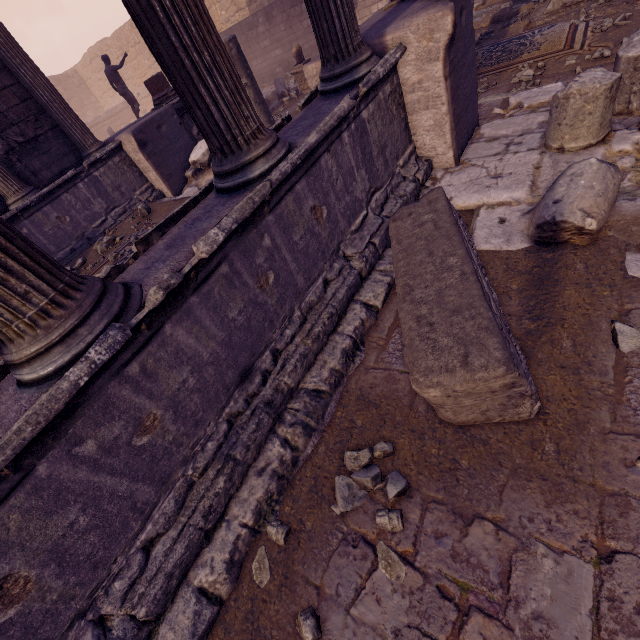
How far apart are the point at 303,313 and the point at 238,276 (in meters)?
0.75

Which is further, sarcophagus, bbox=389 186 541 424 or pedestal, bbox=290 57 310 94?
pedestal, bbox=290 57 310 94

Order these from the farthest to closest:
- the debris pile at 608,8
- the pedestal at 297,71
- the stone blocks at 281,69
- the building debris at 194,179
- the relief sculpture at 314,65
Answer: the stone blocks at 281,69 < the pedestal at 297,71 < the building debris at 194,179 < the debris pile at 608,8 < the relief sculpture at 314,65

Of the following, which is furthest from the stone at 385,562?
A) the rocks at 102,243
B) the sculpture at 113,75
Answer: the sculpture at 113,75

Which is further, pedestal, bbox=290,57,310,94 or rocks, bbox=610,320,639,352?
pedestal, bbox=290,57,310,94

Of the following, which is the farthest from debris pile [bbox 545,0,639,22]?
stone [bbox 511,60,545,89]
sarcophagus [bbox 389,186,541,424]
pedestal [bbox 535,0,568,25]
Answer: sarcophagus [bbox 389,186,541,424]

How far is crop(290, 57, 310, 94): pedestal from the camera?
10.5 meters

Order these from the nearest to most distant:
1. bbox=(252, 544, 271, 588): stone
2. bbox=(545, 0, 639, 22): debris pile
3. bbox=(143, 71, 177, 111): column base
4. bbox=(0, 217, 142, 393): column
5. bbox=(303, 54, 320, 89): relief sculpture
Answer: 1. bbox=(0, 217, 142, 393): column
2. bbox=(252, 544, 271, 588): stone
3. bbox=(303, 54, 320, 89): relief sculpture
4. bbox=(545, 0, 639, 22): debris pile
5. bbox=(143, 71, 177, 111): column base
